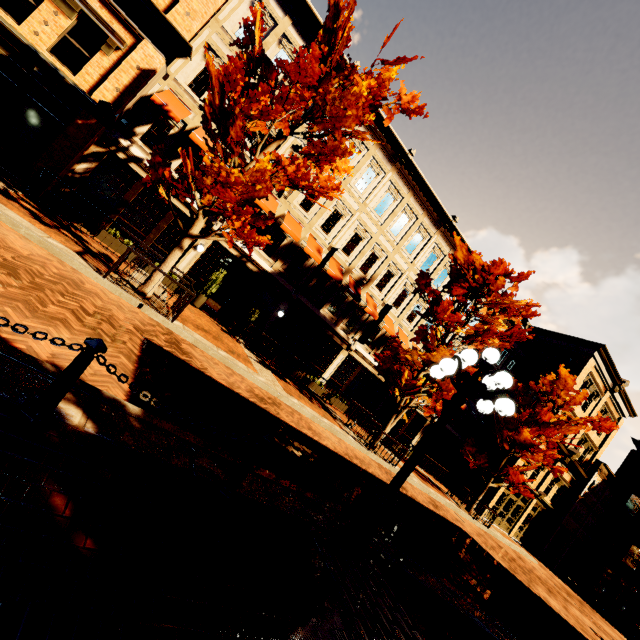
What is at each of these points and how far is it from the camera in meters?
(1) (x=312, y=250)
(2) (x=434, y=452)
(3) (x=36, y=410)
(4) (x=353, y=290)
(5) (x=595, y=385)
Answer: (1) awning, 16.2 m
(2) building, 25.5 m
(3) chain link post, 2.7 m
(4) awning, 17.9 m
(5) building, 24.7 m

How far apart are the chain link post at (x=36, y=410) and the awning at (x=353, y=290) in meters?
15.1

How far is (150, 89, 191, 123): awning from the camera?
12.2m

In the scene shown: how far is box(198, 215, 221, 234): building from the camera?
14.5m

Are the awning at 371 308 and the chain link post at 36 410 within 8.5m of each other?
no

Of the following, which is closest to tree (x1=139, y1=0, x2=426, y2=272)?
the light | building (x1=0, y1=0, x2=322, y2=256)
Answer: building (x1=0, y1=0, x2=322, y2=256)

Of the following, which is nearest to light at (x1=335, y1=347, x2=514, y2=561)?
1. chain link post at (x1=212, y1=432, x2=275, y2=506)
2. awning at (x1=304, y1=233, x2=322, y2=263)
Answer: chain link post at (x1=212, y1=432, x2=275, y2=506)

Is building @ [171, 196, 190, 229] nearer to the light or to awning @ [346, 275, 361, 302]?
awning @ [346, 275, 361, 302]
